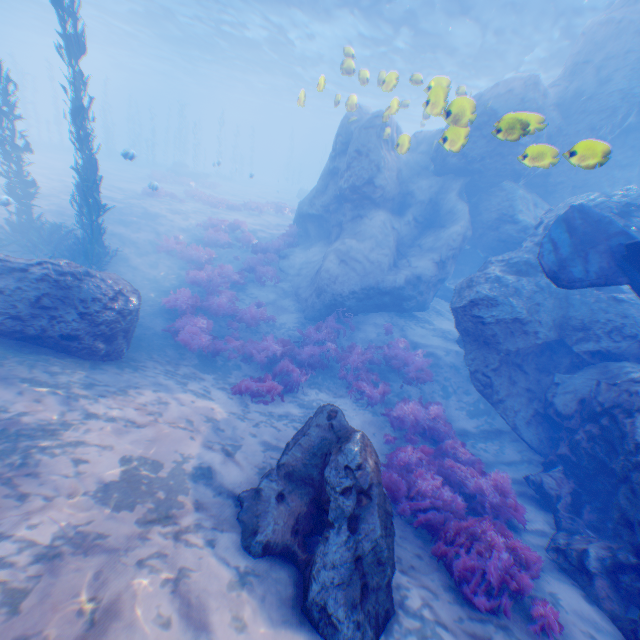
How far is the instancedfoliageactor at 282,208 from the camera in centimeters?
2314cm

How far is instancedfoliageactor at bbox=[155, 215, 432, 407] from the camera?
9.9m

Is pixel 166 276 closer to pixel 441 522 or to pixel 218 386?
pixel 218 386

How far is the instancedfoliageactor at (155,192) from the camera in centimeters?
1557cm

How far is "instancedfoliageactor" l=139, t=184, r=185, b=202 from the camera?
15.6m

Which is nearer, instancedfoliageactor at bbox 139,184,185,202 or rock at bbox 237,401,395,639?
rock at bbox 237,401,395,639

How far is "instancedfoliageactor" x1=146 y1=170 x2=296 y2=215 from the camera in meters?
23.1 m
